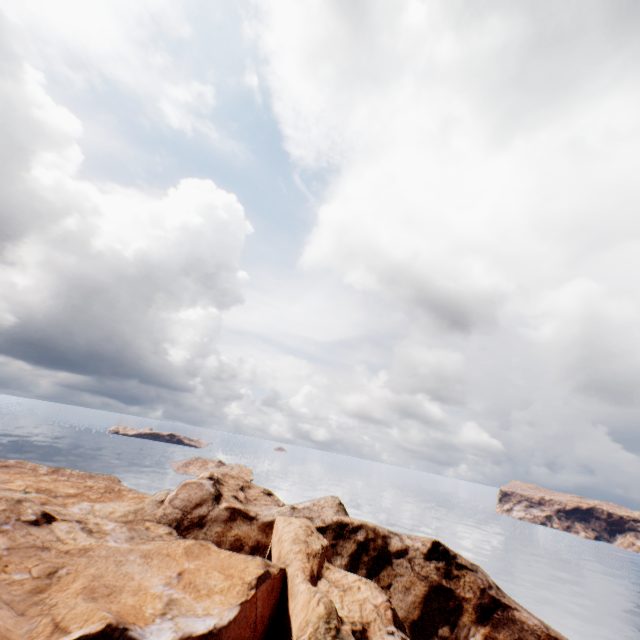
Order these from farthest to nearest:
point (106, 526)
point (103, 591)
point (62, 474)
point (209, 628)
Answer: point (62, 474) < point (106, 526) < point (103, 591) < point (209, 628)
